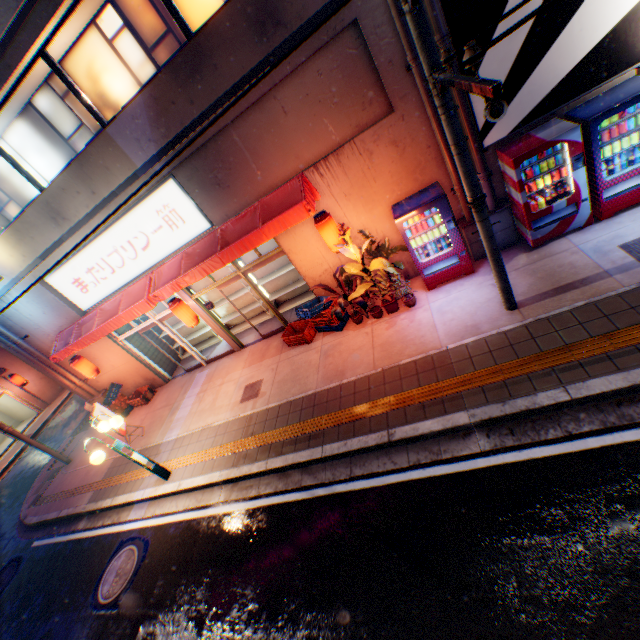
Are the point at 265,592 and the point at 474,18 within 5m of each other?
no

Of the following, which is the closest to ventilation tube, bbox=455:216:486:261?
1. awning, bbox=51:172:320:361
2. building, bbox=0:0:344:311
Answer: building, bbox=0:0:344:311

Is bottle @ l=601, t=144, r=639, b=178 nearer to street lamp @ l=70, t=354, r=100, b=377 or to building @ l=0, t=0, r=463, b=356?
building @ l=0, t=0, r=463, b=356

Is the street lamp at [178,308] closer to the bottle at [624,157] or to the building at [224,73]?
the building at [224,73]

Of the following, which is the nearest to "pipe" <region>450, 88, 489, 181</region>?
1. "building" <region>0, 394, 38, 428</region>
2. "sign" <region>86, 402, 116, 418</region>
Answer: "sign" <region>86, 402, 116, 418</region>

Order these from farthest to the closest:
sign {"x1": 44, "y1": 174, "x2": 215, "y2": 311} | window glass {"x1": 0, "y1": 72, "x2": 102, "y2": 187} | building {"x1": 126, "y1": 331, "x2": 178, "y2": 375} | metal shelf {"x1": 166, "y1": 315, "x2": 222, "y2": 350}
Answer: metal shelf {"x1": 166, "y1": 315, "x2": 222, "y2": 350}
building {"x1": 126, "y1": 331, "x2": 178, "y2": 375}
sign {"x1": 44, "y1": 174, "x2": 215, "y2": 311}
window glass {"x1": 0, "y1": 72, "x2": 102, "y2": 187}

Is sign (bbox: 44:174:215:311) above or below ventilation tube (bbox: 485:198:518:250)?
above

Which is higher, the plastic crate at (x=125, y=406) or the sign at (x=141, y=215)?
the sign at (x=141, y=215)
